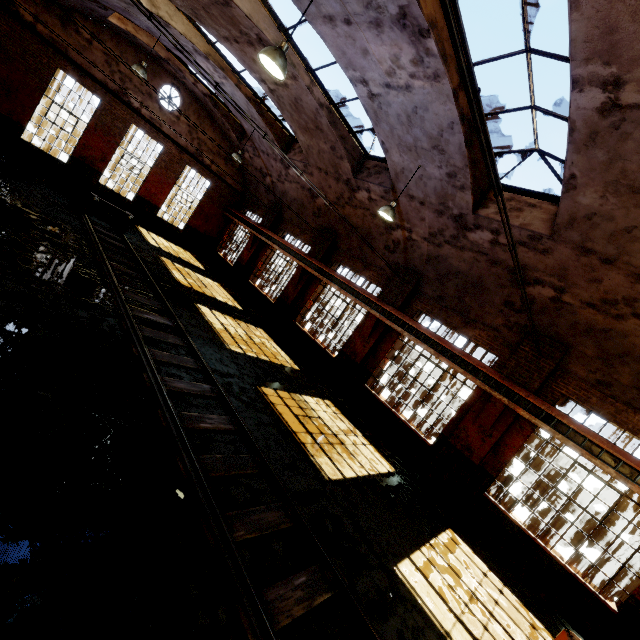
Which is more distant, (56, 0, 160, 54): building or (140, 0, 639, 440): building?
(56, 0, 160, 54): building

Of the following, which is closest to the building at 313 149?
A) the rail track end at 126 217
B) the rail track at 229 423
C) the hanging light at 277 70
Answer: the hanging light at 277 70

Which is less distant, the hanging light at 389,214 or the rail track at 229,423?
the rail track at 229,423

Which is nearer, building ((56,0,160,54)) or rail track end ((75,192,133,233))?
building ((56,0,160,54))

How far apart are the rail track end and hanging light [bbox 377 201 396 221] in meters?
10.9 m

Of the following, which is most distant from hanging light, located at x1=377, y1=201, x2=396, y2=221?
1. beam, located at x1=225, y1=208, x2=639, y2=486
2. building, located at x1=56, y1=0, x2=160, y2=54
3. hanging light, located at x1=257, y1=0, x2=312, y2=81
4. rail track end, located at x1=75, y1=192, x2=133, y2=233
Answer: rail track end, located at x1=75, y1=192, x2=133, y2=233

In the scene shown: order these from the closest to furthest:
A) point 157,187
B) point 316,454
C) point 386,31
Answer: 1. point 386,31
2. point 316,454
3. point 157,187
